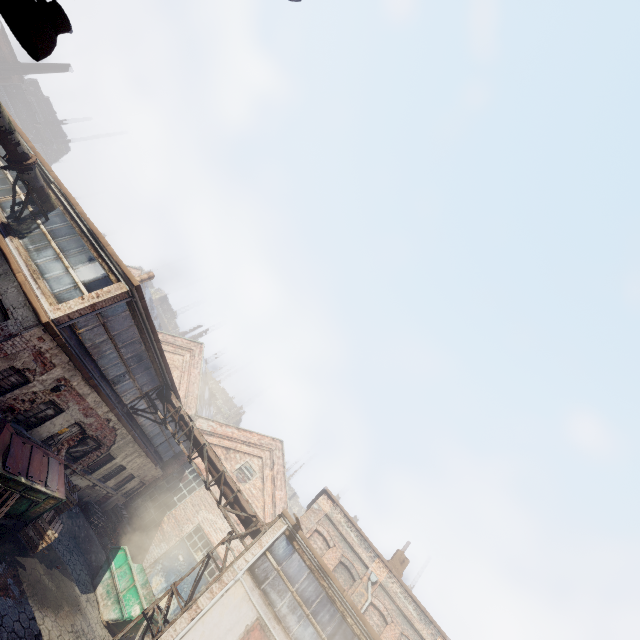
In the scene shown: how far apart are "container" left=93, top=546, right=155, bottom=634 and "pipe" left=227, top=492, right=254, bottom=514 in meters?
4.4 m

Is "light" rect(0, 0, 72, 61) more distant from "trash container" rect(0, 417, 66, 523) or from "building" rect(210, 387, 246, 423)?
"building" rect(210, 387, 246, 423)

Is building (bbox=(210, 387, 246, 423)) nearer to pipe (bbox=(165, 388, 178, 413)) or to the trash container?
pipe (bbox=(165, 388, 178, 413))

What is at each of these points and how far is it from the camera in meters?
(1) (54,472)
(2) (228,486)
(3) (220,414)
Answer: (1) trash container, 10.6
(2) pipe, 13.1
(3) building, 56.5

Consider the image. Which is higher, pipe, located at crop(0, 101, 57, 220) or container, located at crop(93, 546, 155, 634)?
pipe, located at crop(0, 101, 57, 220)

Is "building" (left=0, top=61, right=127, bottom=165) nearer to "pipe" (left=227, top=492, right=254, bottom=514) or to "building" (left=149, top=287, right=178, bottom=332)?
"building" (left=149, top=287, right=178, bottom=332)

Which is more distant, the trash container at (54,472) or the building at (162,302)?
the building at (162,302)

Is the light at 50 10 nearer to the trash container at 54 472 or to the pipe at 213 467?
the trash container at 54 472
